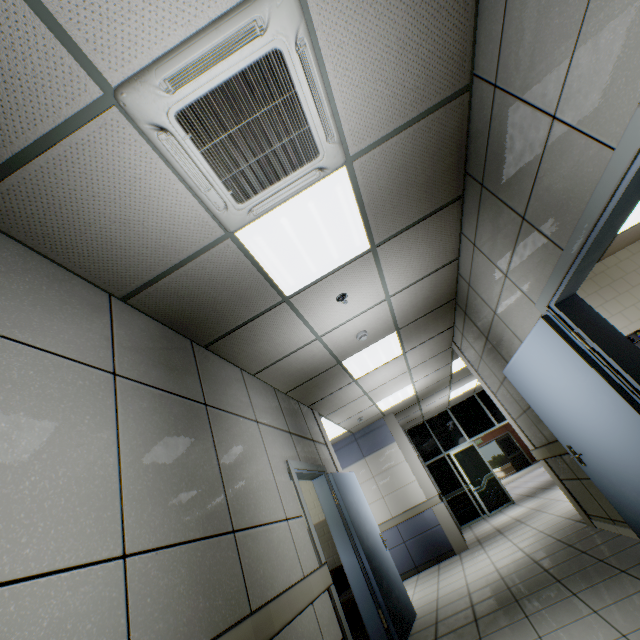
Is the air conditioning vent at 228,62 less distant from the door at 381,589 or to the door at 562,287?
the door at 562,287

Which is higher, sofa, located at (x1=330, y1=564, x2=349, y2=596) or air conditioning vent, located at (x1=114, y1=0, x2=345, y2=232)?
air conditioning vent, located at (x1=114, y1=0, x2=345, y2=232)

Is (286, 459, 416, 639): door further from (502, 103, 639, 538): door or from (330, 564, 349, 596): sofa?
(502, 103, 639, 538): door

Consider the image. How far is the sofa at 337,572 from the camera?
4.1 meters

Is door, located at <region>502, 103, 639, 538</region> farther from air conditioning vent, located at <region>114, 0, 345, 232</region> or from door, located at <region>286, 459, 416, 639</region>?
door, located at <region>286, 459, 416, 639</region>

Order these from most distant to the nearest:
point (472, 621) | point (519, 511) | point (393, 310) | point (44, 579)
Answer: point (519, 511) → point (393, 310) → point (472, 621) → point (44, 579)

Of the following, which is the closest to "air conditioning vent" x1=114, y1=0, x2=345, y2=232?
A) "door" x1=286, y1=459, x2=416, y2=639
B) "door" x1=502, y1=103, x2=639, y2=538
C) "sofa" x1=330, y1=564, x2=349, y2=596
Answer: "door" x1=502, y1=103, x2=639, y2=538

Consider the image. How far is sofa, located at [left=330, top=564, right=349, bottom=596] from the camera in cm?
405
